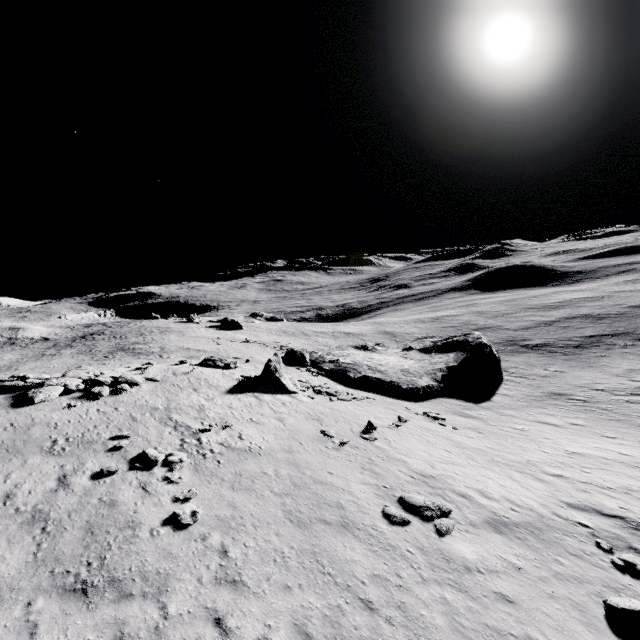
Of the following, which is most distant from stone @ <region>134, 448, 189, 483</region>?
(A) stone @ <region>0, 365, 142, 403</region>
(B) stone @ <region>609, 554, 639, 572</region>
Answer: (B) stone @ <region>609, 554, 639, 572</region>

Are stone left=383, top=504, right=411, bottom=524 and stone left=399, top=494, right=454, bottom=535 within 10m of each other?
yes

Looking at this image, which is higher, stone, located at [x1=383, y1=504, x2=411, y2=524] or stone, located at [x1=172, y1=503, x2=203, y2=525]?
stone, located at [x1=172, y1=503, x2=203, y2=525]

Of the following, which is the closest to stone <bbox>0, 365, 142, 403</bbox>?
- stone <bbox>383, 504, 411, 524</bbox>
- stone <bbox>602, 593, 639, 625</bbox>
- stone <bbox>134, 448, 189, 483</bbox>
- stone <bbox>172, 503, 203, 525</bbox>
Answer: stone <bbox>134, 448, 189, 483</bbox>

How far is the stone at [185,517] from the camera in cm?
1115

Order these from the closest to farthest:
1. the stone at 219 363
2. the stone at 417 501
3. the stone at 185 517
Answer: the stone at 185 517
the stone at 417 501
the stone at 219 363

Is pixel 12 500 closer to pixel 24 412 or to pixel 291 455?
pixel 24 412

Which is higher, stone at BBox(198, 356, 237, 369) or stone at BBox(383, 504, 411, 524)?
stone at BBox(198, 356, 237, 369)
